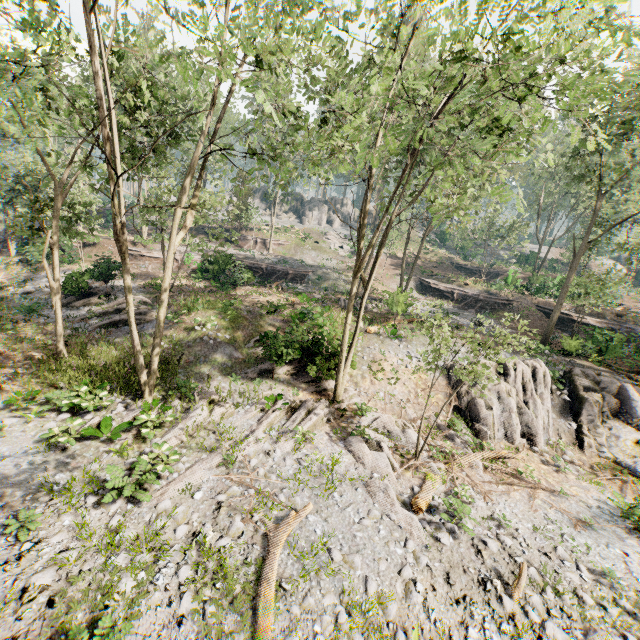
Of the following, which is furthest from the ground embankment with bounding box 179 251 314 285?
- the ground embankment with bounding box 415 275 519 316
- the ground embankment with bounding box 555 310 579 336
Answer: the ground embankment with bounding box 555 310 579 336

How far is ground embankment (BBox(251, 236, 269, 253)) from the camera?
42.7m

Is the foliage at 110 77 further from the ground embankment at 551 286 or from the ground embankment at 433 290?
the ground embankment at 551 286

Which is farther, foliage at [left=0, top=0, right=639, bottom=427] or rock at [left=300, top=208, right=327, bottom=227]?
rock at [left=300, top=208, right=327, bottom=227]

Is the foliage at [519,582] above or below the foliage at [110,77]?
below

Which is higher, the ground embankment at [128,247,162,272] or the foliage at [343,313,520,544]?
the ground embankment at [128,247,162,272]

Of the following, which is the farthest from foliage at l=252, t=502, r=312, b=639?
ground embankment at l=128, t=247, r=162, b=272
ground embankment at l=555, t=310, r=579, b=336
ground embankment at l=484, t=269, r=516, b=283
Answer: ground embankment at l=484, t=269, r=516, b=283

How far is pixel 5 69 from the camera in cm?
966
